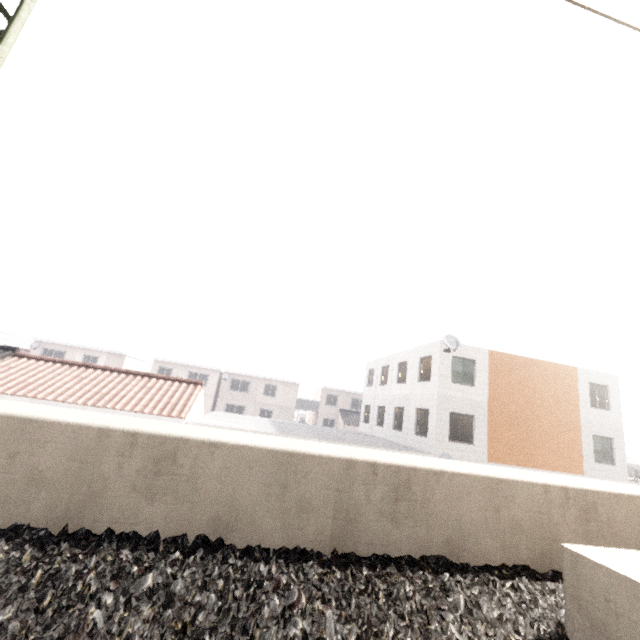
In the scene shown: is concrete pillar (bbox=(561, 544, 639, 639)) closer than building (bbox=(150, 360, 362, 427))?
Yes

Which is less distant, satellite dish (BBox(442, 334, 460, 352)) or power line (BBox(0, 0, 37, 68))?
power line (BBox(0, 0, 37, 68))

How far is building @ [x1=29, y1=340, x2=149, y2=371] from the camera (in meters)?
35.22

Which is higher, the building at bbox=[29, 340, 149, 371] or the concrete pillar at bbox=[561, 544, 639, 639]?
the building at bbox=[29, 340, 149, 371]

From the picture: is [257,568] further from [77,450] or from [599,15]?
[599,15]

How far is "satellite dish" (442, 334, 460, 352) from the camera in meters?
16.9 m

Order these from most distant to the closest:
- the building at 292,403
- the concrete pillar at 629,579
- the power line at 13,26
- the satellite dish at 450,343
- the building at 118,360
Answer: the building at 292,403
the building at 118,360
the satellite dish at 450,343
the power line at 13,26
the concrete pillar at 629,579

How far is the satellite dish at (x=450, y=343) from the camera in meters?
16.9
